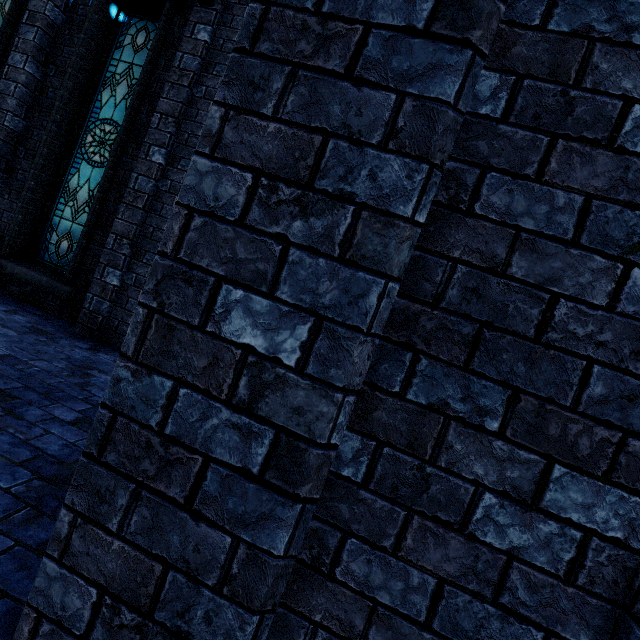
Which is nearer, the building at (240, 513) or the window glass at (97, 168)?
the building at (240, 513)

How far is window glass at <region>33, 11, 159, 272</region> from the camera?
5.5 meters

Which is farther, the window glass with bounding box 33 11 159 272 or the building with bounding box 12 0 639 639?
the window glass with bounding box 33 11 159 272

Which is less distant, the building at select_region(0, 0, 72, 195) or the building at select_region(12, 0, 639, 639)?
the building at select_region(12, 0, 639, 639)

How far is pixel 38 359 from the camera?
3.51m

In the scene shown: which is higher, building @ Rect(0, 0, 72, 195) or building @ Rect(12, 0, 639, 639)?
building @ Rect(0, 0, 72, 195)

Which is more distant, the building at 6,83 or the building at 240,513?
the building at 6,83
